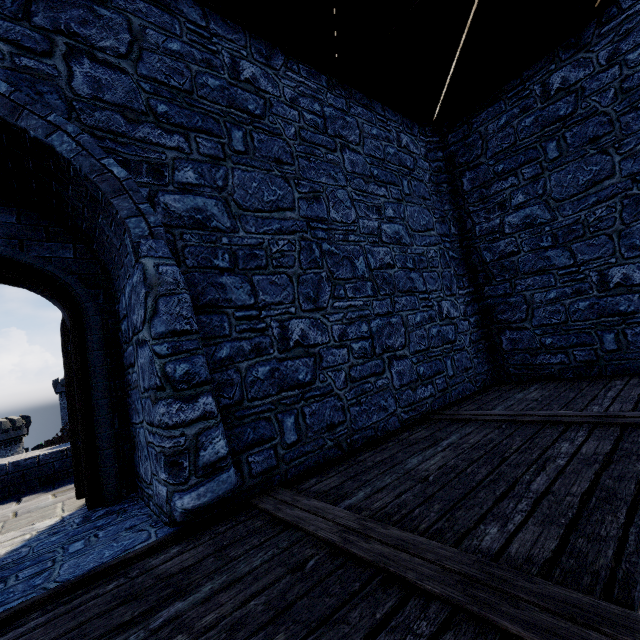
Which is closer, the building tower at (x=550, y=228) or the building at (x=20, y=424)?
the building tower at (x=550, y=228)

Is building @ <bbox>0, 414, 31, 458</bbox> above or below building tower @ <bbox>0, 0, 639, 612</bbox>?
below

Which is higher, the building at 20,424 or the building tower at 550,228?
the building tower at 550,228

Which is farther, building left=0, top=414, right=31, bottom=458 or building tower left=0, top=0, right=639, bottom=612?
building left=0, top=414, right=31, bottom=458

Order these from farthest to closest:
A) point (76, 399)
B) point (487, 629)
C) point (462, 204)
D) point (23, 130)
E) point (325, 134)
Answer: point (462, 204) < point (325, 134) < point (76, 399) < point (23, 130) < point (487, 629)
